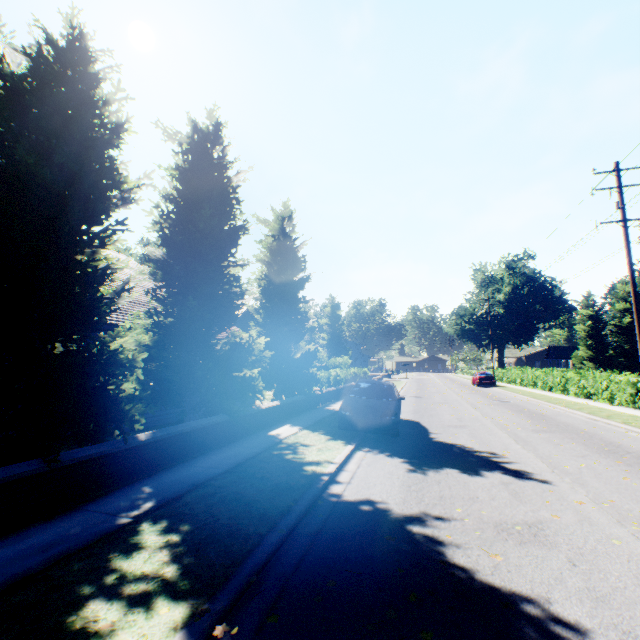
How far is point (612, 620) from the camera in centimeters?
282cm

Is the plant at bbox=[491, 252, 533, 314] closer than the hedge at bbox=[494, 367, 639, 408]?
No

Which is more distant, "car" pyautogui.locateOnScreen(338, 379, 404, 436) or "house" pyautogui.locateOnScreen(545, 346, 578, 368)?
"house" pyautogui.locateOnScreen(545, 346, 578, 368)

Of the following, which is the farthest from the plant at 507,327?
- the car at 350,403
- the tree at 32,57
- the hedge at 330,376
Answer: the car at 350,403

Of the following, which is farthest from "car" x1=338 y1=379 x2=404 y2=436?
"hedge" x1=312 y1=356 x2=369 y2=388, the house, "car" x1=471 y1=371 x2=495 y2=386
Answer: the house

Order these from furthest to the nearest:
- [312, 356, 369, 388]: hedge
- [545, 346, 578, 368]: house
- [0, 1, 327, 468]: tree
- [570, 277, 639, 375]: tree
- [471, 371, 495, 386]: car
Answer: [545, 346, 578, 368]: house → [570, 277, 639, 375]: tree → [471, 371, 495, 386]: car → [312, 356, 369, 388]: hedge → [0, 1, 327, 468]: tree

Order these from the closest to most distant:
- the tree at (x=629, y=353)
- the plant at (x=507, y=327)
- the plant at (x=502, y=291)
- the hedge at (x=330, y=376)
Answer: the hedge at (x=330, y=376), the tree at (x=629, y=353), the plant at (x=502, y=291), the plant at (x=507, y=327)

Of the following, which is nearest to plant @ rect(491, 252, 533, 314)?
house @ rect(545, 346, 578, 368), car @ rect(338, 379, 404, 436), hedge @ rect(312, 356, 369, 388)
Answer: hedge @ rect(312, 356, 369, 388)
